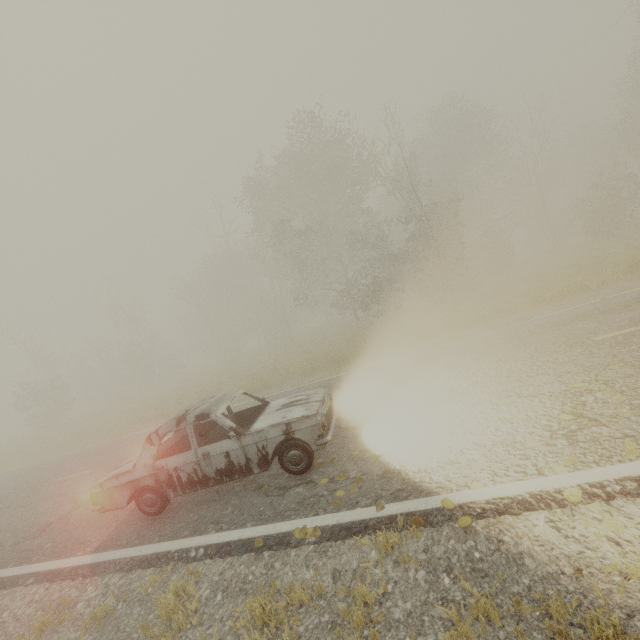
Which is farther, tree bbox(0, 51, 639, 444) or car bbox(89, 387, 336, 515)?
tree bbox(0, 51, 639, 444)

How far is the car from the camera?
5.0 meters

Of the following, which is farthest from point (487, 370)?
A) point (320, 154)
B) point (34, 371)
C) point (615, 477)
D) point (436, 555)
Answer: point (34, 371)

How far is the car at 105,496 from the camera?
5.0m

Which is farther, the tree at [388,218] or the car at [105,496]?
the tree at [388,218]
